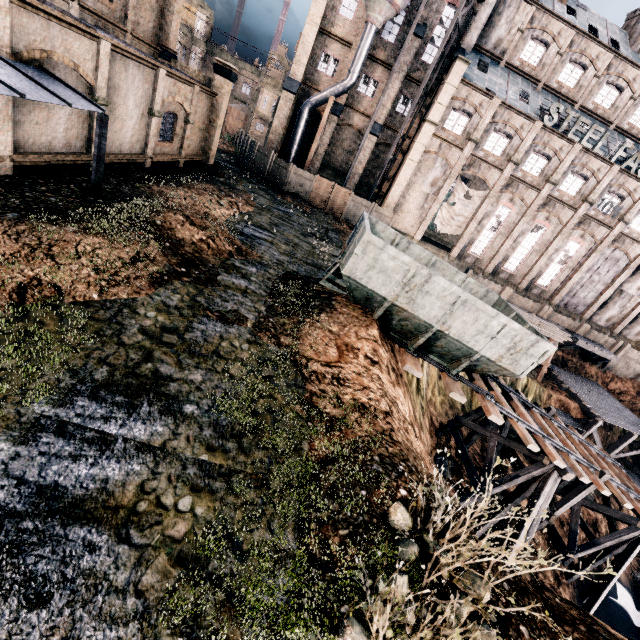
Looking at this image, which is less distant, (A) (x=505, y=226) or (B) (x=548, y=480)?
(B) (x=548, y=480)

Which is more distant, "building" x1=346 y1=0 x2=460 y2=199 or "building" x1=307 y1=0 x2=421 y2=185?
Result: "building" x1=307 y1=0 x2=421 y2=185

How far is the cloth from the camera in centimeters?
3269cm

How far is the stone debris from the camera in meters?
19.0

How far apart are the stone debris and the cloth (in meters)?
23.19

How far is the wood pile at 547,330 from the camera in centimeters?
2880cm

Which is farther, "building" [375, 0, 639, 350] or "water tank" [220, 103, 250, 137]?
"water tank" [220, 103, 250, 137]

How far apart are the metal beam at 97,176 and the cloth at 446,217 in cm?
3024
